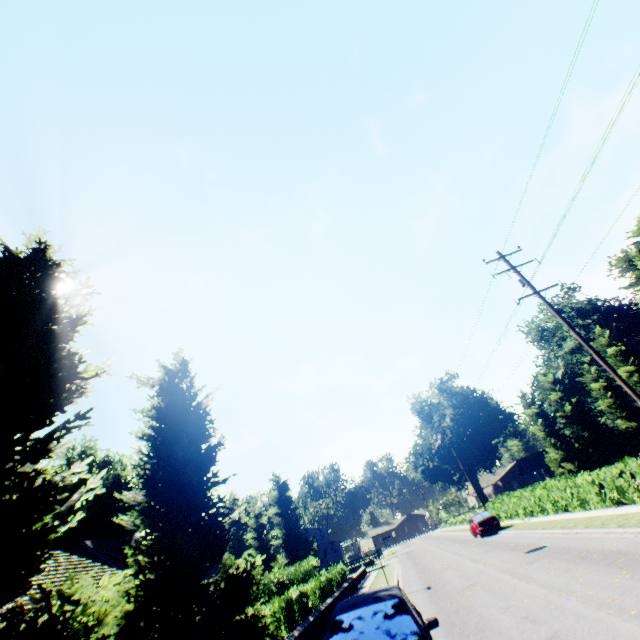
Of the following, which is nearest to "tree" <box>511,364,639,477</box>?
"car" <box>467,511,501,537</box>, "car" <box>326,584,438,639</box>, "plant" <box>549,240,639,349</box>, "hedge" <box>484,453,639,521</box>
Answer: "hedge" <box>484,453,639,521</box>

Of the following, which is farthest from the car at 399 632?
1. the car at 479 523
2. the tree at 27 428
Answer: the car at 479 523

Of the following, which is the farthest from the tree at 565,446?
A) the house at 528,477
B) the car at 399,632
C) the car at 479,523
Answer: the car at 479,523

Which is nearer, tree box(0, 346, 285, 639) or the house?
tree box(0, 346, 285, 639)

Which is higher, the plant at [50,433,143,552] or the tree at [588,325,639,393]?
the plant at [50,433,143,552]

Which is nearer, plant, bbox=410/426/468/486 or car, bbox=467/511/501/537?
car, bbox=467/511/501/537

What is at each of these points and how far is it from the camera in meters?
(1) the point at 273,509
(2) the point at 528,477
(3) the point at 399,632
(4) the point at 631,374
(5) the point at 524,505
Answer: (1) plant, 49.6 m
(2) house, 53.7 m
(3) car, 5.1 m
(4) tree, 41.5 m
(5) hedge, 26.8 m
